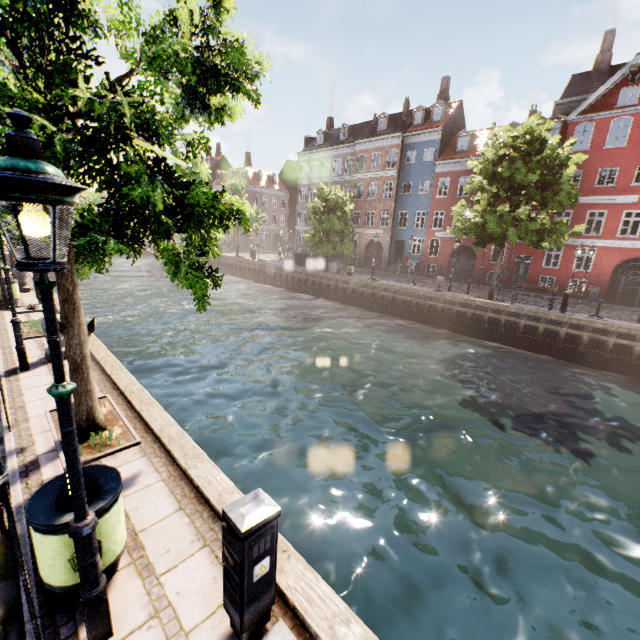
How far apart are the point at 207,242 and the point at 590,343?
20.3 meters

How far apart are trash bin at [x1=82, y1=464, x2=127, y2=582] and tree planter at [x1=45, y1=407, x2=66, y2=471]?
1.5 meters

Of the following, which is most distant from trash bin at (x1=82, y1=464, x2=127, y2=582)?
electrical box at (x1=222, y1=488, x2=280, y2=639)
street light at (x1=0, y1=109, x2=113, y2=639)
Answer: electrical box at (x1=222, y1=488, x2=280, y2=639)

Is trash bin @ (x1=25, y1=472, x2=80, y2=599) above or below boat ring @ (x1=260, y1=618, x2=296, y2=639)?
above

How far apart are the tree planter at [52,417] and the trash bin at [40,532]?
1.5 meters

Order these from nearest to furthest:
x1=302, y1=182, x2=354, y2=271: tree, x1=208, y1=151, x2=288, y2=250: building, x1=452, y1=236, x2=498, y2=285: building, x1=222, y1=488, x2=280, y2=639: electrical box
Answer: x1=222, y1=488, x2=280, y2=639: electrical box → x1=302, y1=182, x2=354, y2=271: tree → x1=452, y1=236, x2=498, y2=285: building → x1=208, y1=151, x2=288, y2=250: building

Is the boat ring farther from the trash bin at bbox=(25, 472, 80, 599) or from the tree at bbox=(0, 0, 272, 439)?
the tree at bbox=(0, 0, 272, 439)

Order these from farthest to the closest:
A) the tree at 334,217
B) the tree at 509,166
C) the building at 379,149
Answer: the building at 379,149, the tree at 334,217, the tree at 509,166
